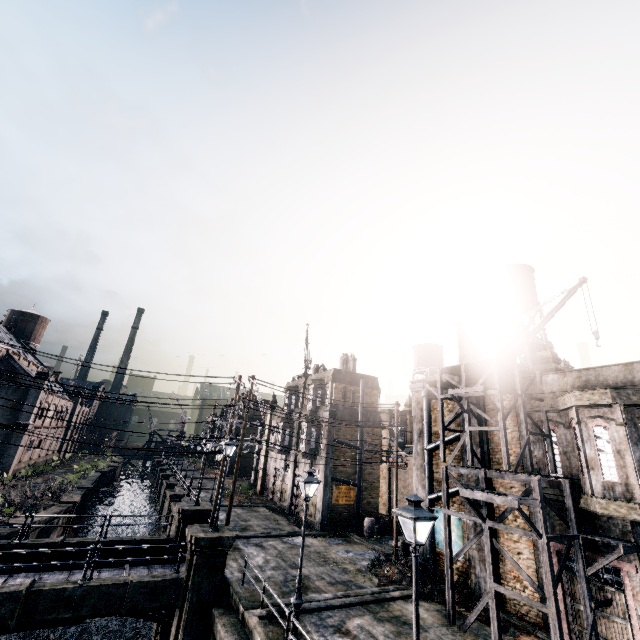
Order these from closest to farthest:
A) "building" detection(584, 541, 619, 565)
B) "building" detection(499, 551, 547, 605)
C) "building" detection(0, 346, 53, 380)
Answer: "building" detection(584, 541, 619, 565)
"building" detection(499, 551, 547, 605)
"building" detection(0, 346, 53, 380)

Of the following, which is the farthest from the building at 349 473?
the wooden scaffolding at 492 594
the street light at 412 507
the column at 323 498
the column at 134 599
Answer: the street light at 412 507

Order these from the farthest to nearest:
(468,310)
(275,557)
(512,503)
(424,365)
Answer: (424,365), (468,310), (275,557), (512,503)

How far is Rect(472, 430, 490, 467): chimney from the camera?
18.1m

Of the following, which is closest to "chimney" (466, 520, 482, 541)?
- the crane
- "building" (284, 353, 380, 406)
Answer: the crane

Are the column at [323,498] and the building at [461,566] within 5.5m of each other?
no

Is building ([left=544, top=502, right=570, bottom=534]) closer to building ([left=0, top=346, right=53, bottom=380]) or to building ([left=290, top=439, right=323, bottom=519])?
building ([left=290, top=439, right=323, bottom=519])
